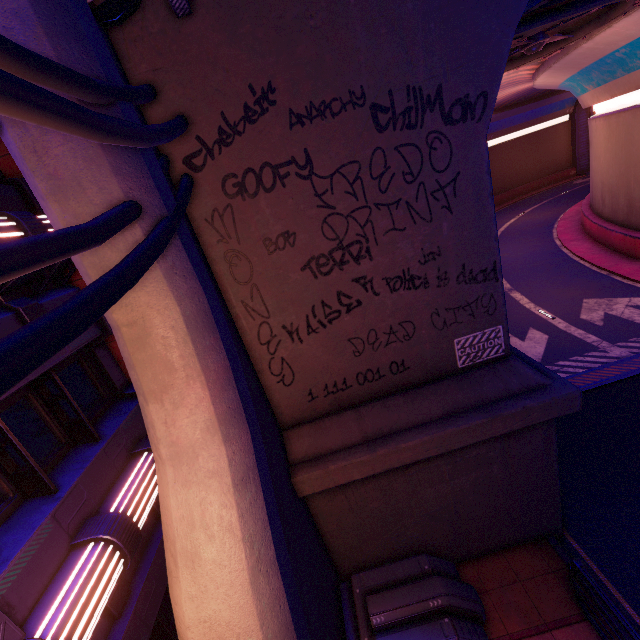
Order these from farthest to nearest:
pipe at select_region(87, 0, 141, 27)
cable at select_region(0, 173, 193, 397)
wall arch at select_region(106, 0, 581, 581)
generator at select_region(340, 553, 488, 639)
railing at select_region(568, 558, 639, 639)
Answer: generator at select_region(340, 553, 488, 639), railing at select_region(568, 558, 639, 639), wall arch at select_region(106, 0, 581, 581), pipe at select_region(87, 0, 141, 27), cable at select_region(0, 173, 193, 397)

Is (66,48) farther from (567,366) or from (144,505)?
(567,366)

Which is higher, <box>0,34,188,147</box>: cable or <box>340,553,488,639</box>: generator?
<box>0,34,188,147</box>: cable

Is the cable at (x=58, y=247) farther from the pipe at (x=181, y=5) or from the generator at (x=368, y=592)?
the generator at (x=368, y=592)

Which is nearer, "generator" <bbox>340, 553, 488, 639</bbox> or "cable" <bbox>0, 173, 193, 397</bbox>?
"cable" <bbox>0, 173, 193, 397</bbox>

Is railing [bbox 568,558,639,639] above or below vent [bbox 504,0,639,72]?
below

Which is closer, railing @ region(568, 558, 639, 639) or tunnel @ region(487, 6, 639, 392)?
railing @ region(568, 558, 639, 639)

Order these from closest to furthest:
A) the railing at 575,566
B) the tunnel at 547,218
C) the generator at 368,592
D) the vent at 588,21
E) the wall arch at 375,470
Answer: the wall arch at 375,470
the railing at 575,566
the generator at 368,592
the vent at 588,21
the tunnel at 547,218
